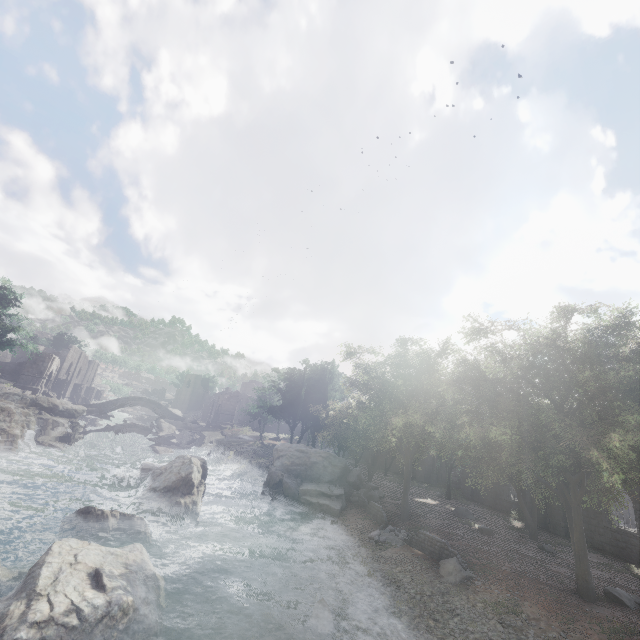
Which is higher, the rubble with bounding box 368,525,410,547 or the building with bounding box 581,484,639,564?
the building with bounding box 581,484,639,564

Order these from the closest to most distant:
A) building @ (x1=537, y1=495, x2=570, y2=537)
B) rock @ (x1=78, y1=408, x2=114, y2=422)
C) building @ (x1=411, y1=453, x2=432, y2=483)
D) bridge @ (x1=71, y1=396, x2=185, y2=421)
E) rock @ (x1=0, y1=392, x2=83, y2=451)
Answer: building @ (x1=537, y1=495, x2=570, y2=537) → rock @ (x1=0, y1=392, x2=83, y2=451) → building @ (x1=411, y1=453, x2=432, y2=483) → rock @ (x1=78, y1=408, x2=114, y2=422) → bridge @ (x1=71, y1=396, x2=185, y2=421)

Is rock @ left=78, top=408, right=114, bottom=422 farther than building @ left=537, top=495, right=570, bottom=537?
Yes

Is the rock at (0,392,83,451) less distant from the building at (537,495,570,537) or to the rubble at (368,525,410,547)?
the building at (537,495,570,537)

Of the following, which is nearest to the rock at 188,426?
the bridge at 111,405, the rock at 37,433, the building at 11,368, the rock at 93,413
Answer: the bridge at 111,405

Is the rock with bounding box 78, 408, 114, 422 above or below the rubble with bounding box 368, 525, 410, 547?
above

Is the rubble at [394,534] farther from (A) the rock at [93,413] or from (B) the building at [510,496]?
(A) the rock at [93,413]

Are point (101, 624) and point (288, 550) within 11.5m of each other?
yes
